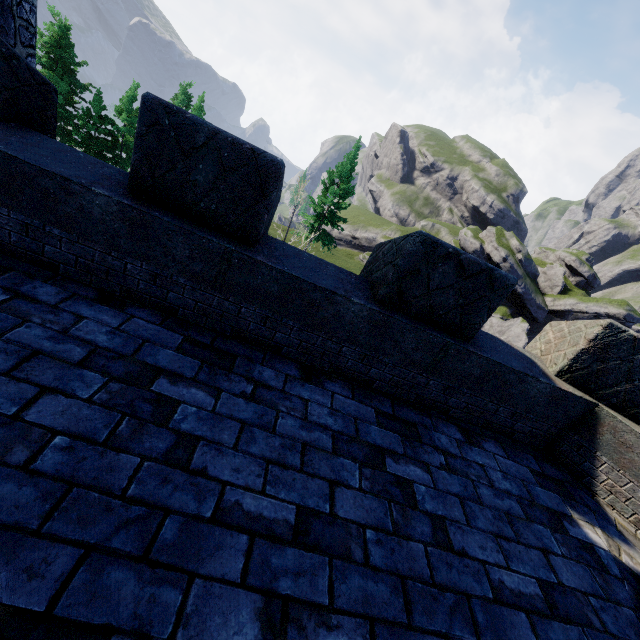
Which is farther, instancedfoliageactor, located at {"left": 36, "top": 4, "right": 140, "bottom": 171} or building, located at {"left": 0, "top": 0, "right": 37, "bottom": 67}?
instancedfoliageactor, located at {"left": 36, "top": 4, "right": 140, "bottom": 171}

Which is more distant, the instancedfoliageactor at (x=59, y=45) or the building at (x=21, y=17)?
the instancedfoliageactor at (x=59, y=45)

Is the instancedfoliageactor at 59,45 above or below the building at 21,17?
below

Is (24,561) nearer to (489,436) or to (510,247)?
(489,436)

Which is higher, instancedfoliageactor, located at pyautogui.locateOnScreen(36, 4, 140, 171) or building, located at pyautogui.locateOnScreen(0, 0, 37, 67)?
building, located at pyautogui.locateOnScreen(0, 0, 37, 67)
